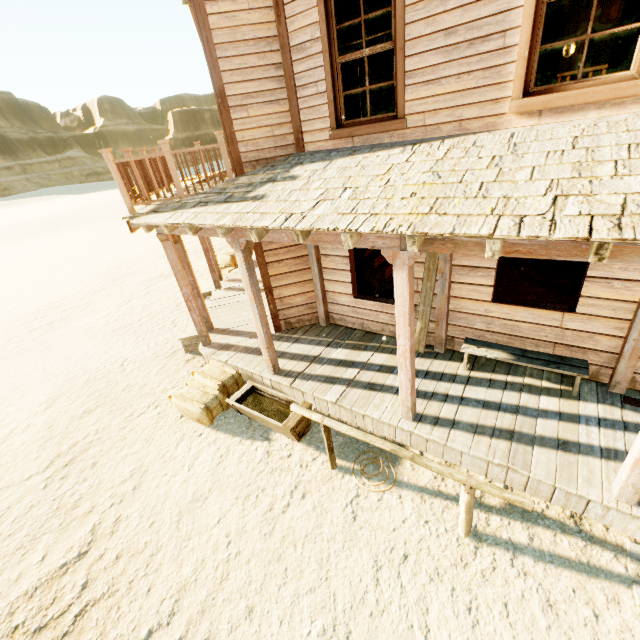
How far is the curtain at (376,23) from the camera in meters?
4.3 m

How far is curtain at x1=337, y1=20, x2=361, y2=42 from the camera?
4.53m

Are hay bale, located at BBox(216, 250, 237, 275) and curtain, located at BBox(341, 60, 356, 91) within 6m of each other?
no

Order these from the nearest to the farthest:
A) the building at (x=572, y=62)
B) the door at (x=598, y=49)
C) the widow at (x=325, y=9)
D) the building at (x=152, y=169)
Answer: the building at (x=152, y=169) < the widow at (x=325, y=9) < the building at (x=572, y=62) < the door at (x=598, y=49)

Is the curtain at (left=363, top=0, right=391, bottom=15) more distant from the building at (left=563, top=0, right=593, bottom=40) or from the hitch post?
the hitch post

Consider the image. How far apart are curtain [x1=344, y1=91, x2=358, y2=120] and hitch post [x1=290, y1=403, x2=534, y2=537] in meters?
4.5

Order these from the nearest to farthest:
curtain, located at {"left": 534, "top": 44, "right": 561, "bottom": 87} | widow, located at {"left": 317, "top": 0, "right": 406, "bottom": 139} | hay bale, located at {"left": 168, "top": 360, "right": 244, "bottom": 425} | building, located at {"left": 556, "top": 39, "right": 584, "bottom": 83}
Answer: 1. curtain, located at {"left": 534, "top": 44, "right": 561, "bottom": 87}
2. widow, located at {"left": 317, "top": 0, "right": 406, "bottom": 139}
3. hay bale, located at {"left": 168, "top": 360, "right": 244, "bottom": 425}
4. building, located at {"left": 556, "top": 39, "right": 584, "bottom": 83}

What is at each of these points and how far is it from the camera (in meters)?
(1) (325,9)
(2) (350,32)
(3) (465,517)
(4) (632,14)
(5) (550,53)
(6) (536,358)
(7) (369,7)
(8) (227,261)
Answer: (1) widow, 4.42
(2) curtain, 4.57
(3) hitch post, 3.50
(4) curtain, 3.20
(5) curtain, 3.66
(6) bench, 4.82
(7) curtain, 4.36
(8) hay bale, 11.80
